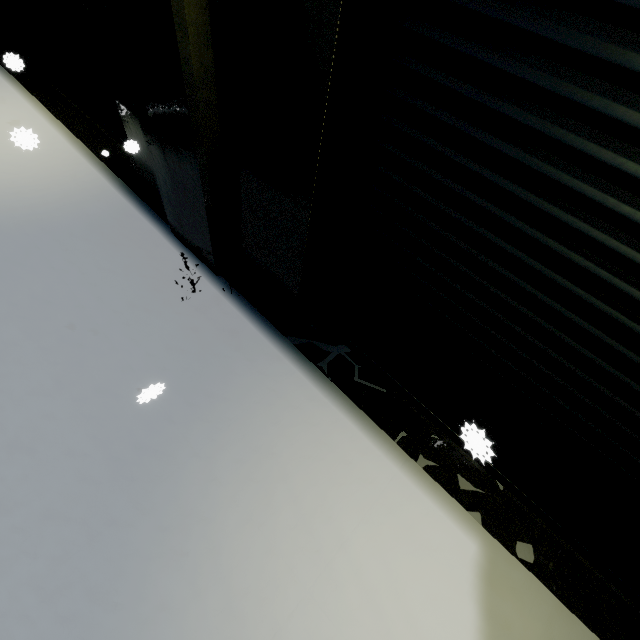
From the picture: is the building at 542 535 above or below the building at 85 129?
below

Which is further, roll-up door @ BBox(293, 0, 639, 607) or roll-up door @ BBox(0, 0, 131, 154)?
roll-up door @ BBox(0, 0, 131, 154)

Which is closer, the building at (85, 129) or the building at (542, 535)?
the building at (85, 129)

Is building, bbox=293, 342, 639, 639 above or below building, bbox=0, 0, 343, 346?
below

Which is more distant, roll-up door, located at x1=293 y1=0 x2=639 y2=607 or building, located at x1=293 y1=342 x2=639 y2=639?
building, located at x1=293 y1=342 x2=639 y2=639

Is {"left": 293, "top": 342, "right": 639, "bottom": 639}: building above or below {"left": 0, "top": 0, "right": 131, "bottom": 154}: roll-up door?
below

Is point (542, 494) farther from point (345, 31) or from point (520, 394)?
point (345, 31)
